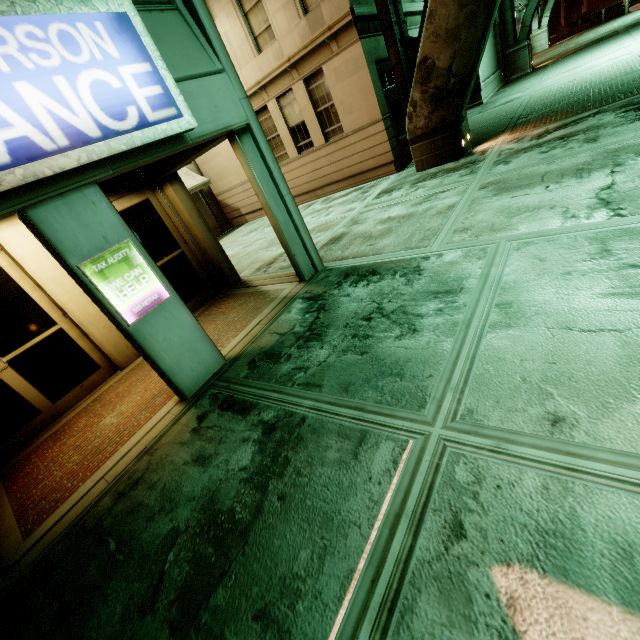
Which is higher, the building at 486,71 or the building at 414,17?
the building at 414,17

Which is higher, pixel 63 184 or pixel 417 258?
pixel 63 184

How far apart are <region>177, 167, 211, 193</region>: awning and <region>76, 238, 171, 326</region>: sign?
11.68m

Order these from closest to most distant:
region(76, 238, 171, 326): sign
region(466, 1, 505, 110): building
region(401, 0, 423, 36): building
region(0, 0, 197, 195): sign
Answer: region(0, 0, 197, 195): sign
region(76, 238, 171, 326): sign
region(401, 0, 423, 36): building
region(466, 1, 505, 110): building

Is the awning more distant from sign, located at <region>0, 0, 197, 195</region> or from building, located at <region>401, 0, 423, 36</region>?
sign, located at <region>0, 0, 197, 195</region>

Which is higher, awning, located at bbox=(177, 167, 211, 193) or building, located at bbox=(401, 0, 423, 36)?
building, located at bbox=(401, 0, 423, 36)

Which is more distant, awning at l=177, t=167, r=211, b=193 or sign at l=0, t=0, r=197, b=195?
awning at l=177, t=167, r=211, b=193

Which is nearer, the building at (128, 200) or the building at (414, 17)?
the building at (128, 200)
